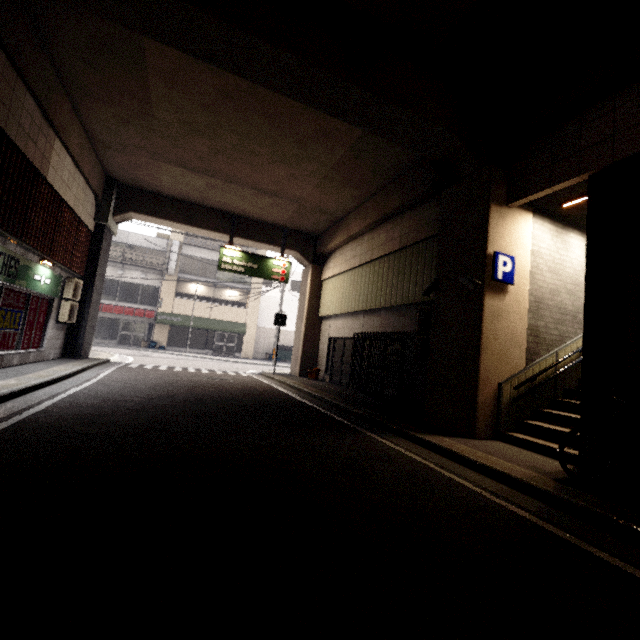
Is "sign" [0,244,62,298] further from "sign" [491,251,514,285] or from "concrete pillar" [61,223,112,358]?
"sign" [491,251,514,285]

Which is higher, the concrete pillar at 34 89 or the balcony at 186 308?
the concrete pillar at 34 89

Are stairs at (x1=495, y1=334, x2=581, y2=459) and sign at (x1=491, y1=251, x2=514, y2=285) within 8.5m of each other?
yes

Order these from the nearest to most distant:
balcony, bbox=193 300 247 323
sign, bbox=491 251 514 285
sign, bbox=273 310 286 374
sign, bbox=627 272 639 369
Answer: sign, bbox=627 272 639 369
sign, bbox=491 251 514 285
sign, bbox=273 310 286 374
balcony, bbox=193 300 247 323

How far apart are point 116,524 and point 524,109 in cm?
874

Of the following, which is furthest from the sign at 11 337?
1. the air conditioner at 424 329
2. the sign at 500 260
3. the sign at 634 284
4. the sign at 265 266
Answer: the sign at 634 284

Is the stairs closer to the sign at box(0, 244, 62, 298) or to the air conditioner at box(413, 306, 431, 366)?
the air conditioner at box(413, 306, 431, 366)

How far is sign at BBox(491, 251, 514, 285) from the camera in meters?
6.3 m
